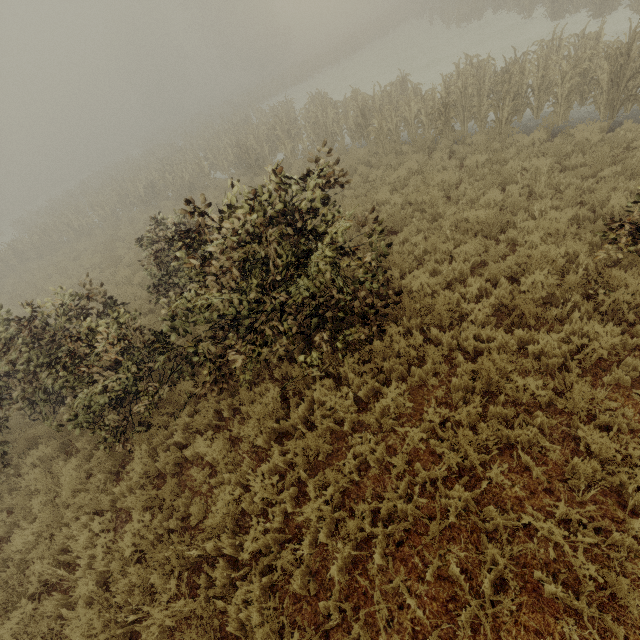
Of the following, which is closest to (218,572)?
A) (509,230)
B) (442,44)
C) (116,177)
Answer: (509,230)

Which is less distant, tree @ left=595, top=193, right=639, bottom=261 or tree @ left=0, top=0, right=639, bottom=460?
tree @ left=595, top=193, right=639, bottom=261

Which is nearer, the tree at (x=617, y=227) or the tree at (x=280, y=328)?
the tree at (x=617, y=227)
